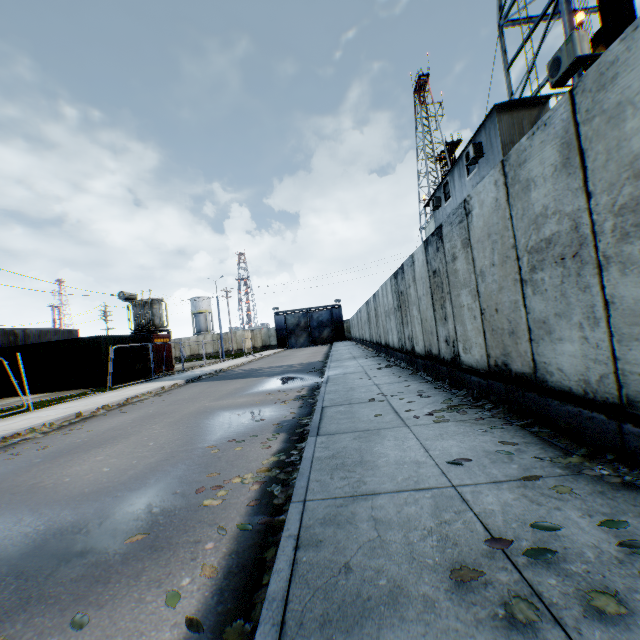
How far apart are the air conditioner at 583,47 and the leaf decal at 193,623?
9.1 meters

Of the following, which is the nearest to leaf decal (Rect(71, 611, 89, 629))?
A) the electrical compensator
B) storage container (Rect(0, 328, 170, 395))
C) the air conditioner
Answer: the air conditioner

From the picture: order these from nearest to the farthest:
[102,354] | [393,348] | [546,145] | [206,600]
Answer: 1. [206,600]
2. [546,145]
3. [393,348]
4. [102,354]

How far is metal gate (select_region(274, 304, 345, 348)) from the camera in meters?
51.8

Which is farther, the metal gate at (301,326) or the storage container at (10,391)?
the metal gate at (301,326)

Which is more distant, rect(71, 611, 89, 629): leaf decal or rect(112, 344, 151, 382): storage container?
rect(112, 344, 151, 382): storage container

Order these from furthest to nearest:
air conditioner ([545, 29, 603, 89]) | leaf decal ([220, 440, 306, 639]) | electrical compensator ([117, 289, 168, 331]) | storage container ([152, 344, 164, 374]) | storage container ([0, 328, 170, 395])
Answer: electrical compensator ([117, 289, 168, 331]), storage container ([152, 344, 164, 374]), storage container ([0, 328, 170, 395]), air conditioner ([545, 29, 603, 89]), leaf decal ([220, 440, 306, 639])

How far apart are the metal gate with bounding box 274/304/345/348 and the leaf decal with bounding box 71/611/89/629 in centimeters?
4956cm
